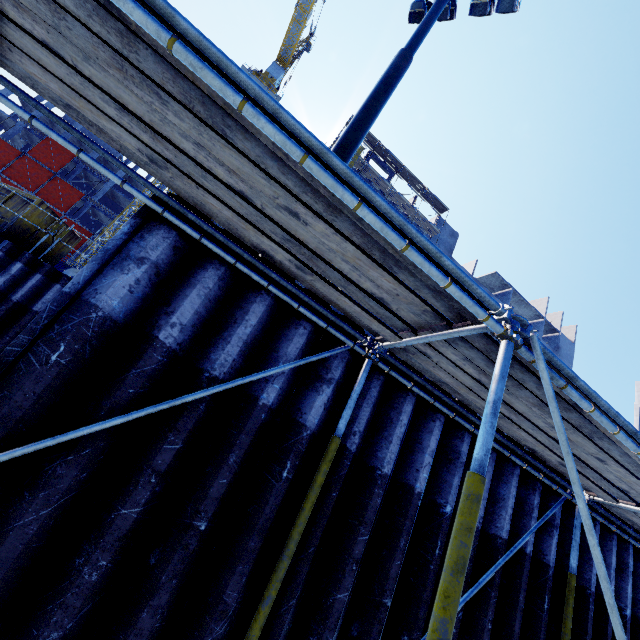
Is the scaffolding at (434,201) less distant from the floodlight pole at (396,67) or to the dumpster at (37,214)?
the dumpster at (37,214)

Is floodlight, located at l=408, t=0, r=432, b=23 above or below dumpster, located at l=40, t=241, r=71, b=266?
above

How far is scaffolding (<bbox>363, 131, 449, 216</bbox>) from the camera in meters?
36.9

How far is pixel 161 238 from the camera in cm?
274

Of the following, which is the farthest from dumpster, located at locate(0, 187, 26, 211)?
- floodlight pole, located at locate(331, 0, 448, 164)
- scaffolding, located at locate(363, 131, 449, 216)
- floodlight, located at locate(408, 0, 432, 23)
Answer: floodlight, located at locate(408, 0, 432, 23)

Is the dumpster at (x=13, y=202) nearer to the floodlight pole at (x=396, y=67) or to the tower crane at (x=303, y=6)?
the floodlight pole at (x=396, y=67)

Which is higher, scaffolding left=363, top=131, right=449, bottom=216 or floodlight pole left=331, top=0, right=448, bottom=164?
scaffolding left=363, top=131, right=449, bottom=216

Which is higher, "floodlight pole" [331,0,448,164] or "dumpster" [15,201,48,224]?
"floodlight pole" [331,0,448,164]
